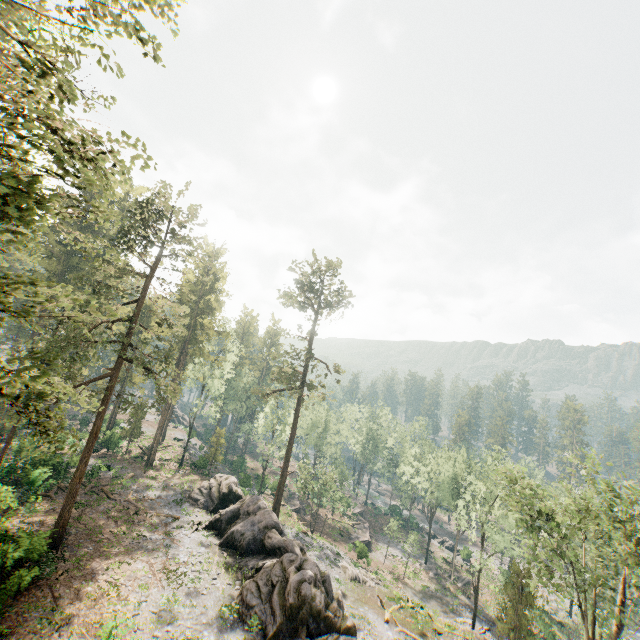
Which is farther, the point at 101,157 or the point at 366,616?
the point at 366,616

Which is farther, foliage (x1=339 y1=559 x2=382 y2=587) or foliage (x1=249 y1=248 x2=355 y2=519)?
foliage (x1=249 y1=248 x2=355 y2=519)

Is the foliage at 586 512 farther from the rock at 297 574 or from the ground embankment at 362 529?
the ground embankment at 362 529

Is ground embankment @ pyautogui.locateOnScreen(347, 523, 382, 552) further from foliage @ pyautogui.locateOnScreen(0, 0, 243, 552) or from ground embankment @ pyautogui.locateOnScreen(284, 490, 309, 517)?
ground embankment @ pyautogui.locateOnScreen(284, 490, 309, 517)

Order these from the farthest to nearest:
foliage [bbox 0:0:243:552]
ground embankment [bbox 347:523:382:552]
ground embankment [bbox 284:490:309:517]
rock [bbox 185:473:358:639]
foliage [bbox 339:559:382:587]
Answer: ground embankment [bbox 284:490:309:517], ground embankment [bbox 347:523:382:552], foliage [bbox 339:559:382:587], rock [bbox 185:473:358:639], foliage [bbox 0:0:243:552]

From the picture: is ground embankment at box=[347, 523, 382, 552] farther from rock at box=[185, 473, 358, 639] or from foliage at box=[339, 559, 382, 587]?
rock at box=[185, 473, 358, 639]

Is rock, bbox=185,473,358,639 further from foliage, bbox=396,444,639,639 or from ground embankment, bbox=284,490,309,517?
ground embankment, bbox=284,490,309,517

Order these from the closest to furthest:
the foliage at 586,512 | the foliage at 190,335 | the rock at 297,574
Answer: the foliage at 190,335 → the rock at 297,574 → the foliage at 586,512
